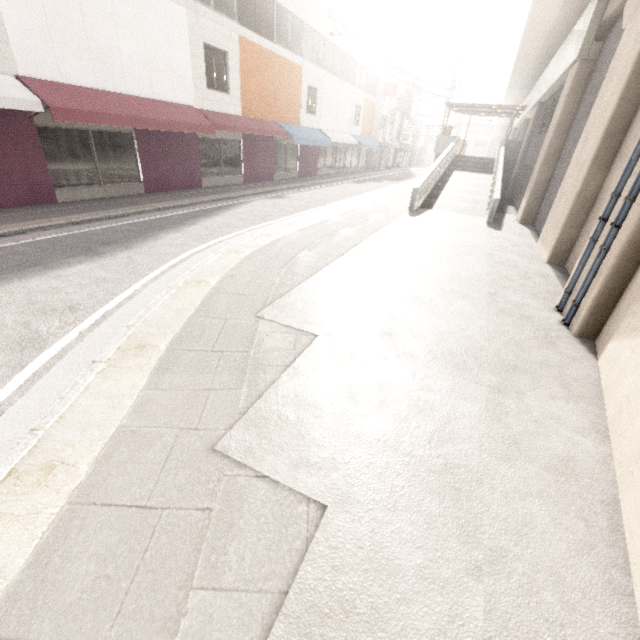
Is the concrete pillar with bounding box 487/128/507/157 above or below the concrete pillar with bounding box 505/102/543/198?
Result: above

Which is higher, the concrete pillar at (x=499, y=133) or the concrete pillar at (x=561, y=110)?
the concrete pillar at (x=499, y=133)

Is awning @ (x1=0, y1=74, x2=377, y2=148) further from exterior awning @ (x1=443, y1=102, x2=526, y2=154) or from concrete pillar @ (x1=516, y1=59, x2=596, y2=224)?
exterior awning @ (x1=443, y1=102, x2=526, y2=154)

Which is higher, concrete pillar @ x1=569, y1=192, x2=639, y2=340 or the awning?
the awning

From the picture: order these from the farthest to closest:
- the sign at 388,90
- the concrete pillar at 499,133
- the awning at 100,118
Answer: the concrete pillar at 499,133 < the sign at 388,90 < the awning at 100,118

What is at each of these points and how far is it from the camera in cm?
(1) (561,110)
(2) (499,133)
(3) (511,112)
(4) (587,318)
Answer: (1) concrete pillar, 1097
(2) concrete pillar, 5725
(3) exterior awning, 2419
(4) concrete pillar, 455

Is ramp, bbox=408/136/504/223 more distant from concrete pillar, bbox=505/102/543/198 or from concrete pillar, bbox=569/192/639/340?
concrete pillar, bbox=569/192/639/340

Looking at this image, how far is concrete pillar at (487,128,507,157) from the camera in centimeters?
5697cm
